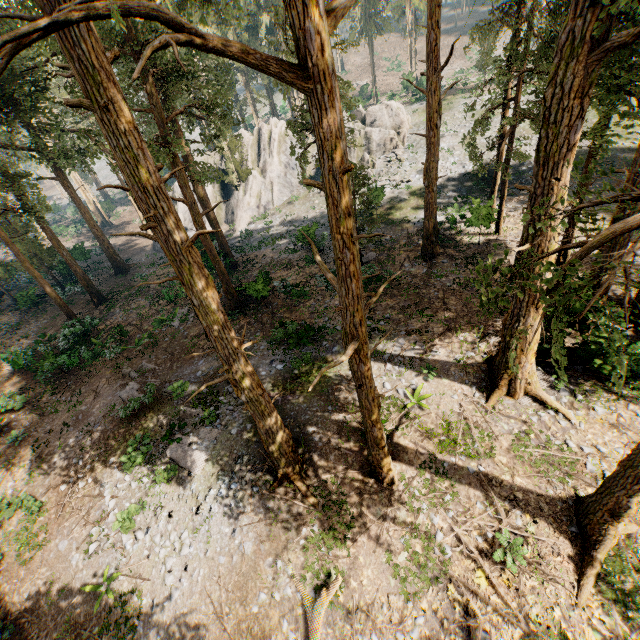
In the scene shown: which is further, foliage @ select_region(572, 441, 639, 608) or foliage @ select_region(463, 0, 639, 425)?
foliage @ select_region(572, 441, 639, 608)

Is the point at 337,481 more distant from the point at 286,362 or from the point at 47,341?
the point at 47,341

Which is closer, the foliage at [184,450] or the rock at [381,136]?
the foliage at [184,450]

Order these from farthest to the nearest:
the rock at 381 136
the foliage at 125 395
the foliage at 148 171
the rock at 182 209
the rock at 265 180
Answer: the rock at 182 209 → the rock at 265 180 → the rock at 381 136 → the foliage at 125 395 → the foliage at 148 171

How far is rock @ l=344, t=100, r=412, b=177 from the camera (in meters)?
36.81

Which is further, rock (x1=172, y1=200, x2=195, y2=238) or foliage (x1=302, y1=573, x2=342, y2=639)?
rock (x1=172, y1=200, x2=195, y2=238)

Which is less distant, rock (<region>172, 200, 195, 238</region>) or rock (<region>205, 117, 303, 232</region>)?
rock (<region>205, 117, 303, 232</region>)
